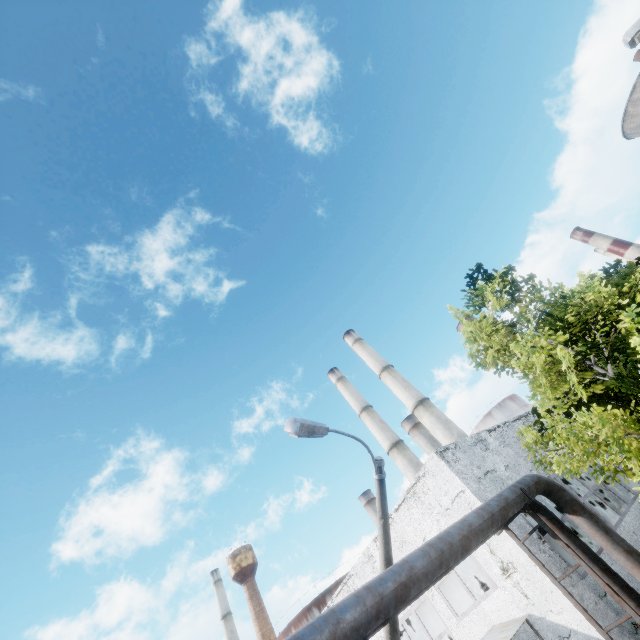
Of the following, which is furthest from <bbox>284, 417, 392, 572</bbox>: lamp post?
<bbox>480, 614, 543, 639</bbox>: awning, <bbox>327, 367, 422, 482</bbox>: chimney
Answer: <bbox>327, 367, 422, 482</bbox>: chimney

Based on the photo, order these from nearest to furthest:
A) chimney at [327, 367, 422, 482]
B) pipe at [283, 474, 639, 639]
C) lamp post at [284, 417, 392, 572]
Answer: pipe at [283, 474, 639, 639], lamp post at [284, 417, 392, 572], chimney at [327, 367, 422, 482]

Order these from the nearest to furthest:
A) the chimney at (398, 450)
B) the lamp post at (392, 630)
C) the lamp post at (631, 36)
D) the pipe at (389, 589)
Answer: the pipe at (389, 589)
the lamp post at (392, 630)
the lamp post at (631, 36)
the chimney at (398, 450)

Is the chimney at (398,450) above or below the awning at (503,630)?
above

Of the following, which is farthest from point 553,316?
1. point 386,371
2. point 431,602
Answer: point 386,371

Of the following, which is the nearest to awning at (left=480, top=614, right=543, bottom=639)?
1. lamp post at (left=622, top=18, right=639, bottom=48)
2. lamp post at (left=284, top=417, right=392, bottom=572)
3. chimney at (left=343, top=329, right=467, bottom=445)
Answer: lamp post at (left=284, top=417, right=392, bottom=572)

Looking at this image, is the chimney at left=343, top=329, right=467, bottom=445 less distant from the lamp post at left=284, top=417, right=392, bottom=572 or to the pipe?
the pipe

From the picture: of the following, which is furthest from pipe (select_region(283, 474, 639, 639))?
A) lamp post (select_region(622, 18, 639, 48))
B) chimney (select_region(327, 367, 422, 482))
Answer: chimney (select_region(327, 367, 422, 482))
